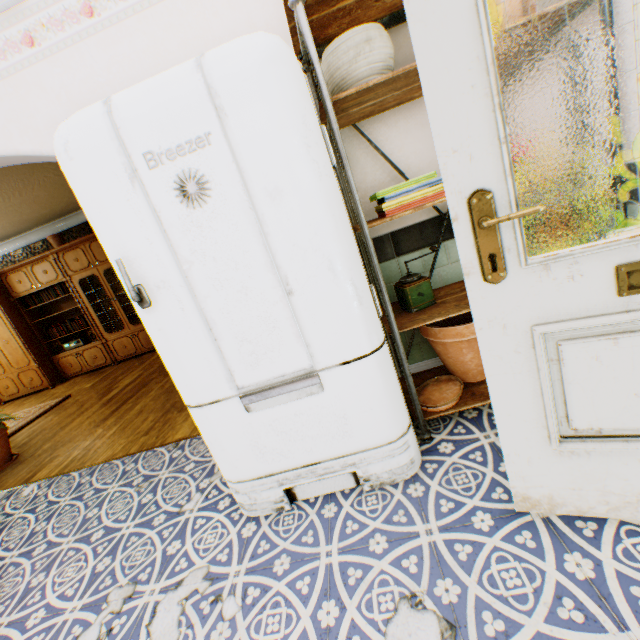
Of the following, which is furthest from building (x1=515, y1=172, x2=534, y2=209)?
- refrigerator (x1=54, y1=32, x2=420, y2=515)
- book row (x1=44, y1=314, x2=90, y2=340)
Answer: book row (x1=44, y1=314, x2=90, y2=340)

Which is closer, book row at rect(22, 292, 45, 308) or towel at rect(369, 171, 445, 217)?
towel at rect(369, 171, 445, 217)

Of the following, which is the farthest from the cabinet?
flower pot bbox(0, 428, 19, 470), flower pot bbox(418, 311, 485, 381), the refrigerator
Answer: flower pot bbox(418, 311, 485, 381)

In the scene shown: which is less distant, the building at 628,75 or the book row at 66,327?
the building at 628,75

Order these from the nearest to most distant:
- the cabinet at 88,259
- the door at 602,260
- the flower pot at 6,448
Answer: the door at 602,260
the flower pot at 6,448
the cabinet at 88,259

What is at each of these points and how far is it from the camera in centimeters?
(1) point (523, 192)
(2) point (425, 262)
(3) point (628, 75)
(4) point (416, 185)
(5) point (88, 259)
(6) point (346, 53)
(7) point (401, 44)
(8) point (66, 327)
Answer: (1) building, 199cm
(2) building, 214cm
(3) building, 125cm
(4) towel, 155cm
(5) cabinet, 633cm
(6) flower pot, 139cm
(7) building, 179cm
(8) book row, 687cm

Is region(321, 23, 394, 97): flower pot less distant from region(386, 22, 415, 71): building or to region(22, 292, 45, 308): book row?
region(386, 22, 415, 71): building

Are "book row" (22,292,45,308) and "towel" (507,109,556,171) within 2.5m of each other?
no
